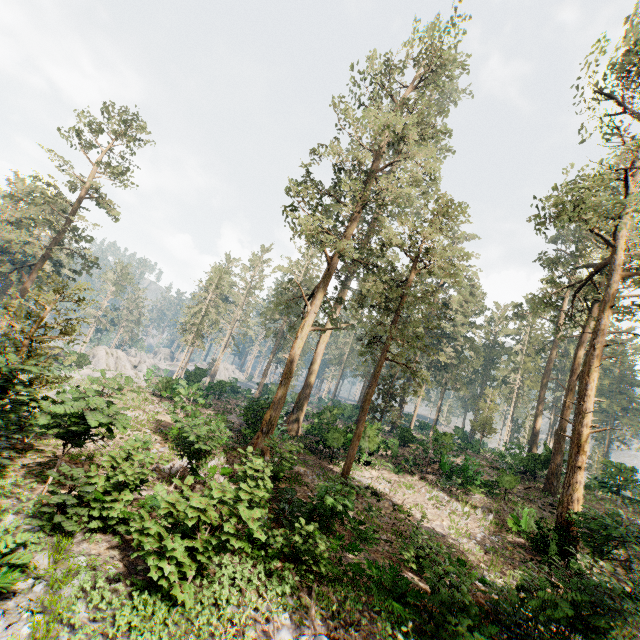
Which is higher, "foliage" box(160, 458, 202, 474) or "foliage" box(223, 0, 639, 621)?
"foliage" box(223, 0, 639, 621)

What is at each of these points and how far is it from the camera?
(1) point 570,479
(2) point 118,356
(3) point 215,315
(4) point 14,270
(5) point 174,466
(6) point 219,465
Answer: (1) foliage, 15.7m
(2) rock, 59.8m
(3) foliage, 52.8m
(4) foliage, 34.0m
(5) foliage, 13.7m
(6) foliage, 15.2m

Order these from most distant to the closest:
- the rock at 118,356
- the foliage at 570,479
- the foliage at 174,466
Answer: the rock at 118,356 < the foliage at 570,479 < the foliage at 174,466

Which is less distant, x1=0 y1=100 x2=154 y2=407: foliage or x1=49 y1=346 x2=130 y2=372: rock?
x1=0 y1=100 x2=154 y2=407: foliage

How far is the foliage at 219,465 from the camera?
12.62m

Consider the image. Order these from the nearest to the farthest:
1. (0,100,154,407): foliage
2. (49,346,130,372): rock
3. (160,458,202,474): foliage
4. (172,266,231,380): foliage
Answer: (0,100,154,407): foliage, (160,458,202,474): foliage, (49,346,130,372): rock, (172,266,231,380): foliage

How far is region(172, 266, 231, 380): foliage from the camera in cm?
5116
